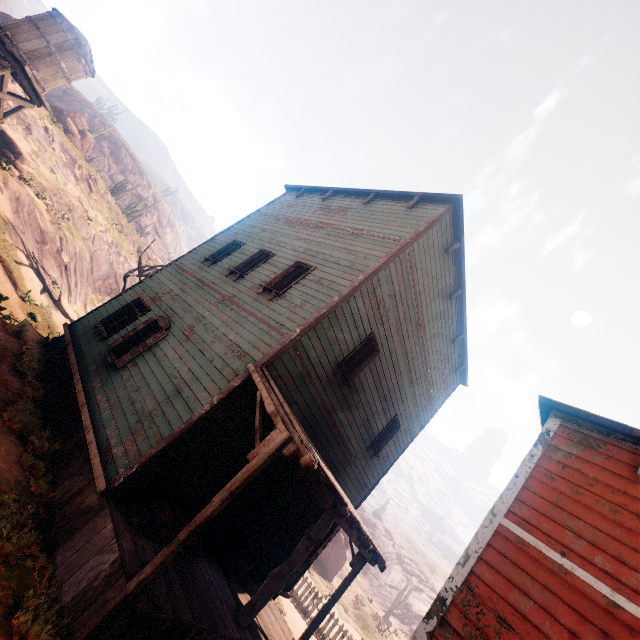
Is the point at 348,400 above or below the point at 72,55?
below

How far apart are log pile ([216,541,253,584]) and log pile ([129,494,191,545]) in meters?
1.2

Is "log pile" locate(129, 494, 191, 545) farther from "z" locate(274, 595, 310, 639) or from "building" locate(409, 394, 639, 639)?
"z" locate(274, 595, 310, 639)

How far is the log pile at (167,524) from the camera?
5.3m

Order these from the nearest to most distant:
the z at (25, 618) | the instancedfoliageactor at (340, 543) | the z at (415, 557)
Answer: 1. the z at (25, 618)
2. the z at (415, 557)
3. the instancedfoliageactor at (340, 543)

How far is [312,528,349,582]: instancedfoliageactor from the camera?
28.72m

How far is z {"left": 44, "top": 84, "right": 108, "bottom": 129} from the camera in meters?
54.0
